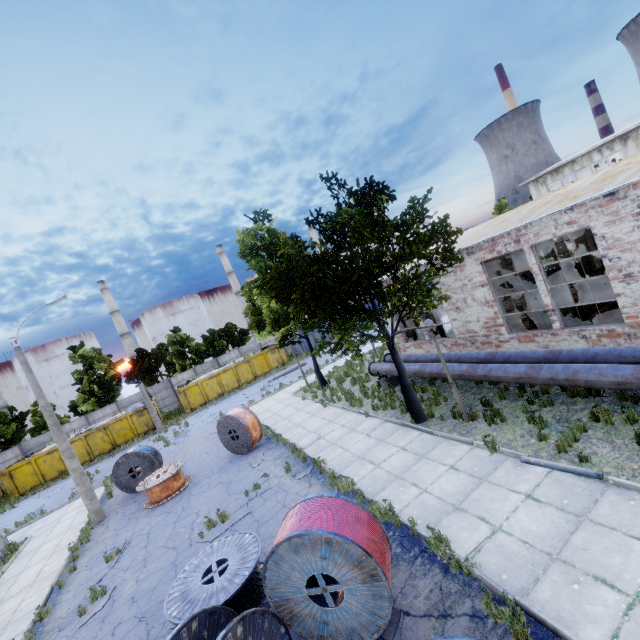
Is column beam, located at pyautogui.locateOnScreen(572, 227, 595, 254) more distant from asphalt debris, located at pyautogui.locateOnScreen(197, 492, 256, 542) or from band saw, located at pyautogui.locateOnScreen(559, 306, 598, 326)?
asphalt debris, located at pyautogui.locateOnScreen(197, 492, 256, 542)

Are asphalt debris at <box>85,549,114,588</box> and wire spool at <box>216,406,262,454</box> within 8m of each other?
yes

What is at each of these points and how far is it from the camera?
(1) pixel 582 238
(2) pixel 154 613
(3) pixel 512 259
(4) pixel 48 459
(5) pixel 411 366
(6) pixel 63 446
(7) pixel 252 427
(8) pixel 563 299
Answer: (1) column beam, 17.1m
(2) asphalt debris, 7.5m
(3) column beam, 14.4m
(4) garbage container, 27.0m
(5) pipe, 13.5m
(6) lamp post, 14.1m
(7) wire spool, 14.9m
(8) band saw, 11.6m

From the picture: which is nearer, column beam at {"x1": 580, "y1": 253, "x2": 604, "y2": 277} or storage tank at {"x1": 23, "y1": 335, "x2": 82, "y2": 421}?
column beam at {"x1": 580, "y1": 253, "x2": 604, "y2": 277}

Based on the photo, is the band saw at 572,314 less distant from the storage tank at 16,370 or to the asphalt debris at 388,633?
the asphalt debris at 388,633

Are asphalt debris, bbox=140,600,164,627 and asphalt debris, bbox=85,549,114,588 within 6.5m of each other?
yes

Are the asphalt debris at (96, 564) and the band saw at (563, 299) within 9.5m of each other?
Answer: no

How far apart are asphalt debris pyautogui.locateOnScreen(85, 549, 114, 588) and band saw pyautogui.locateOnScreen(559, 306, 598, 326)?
17.0 meters
